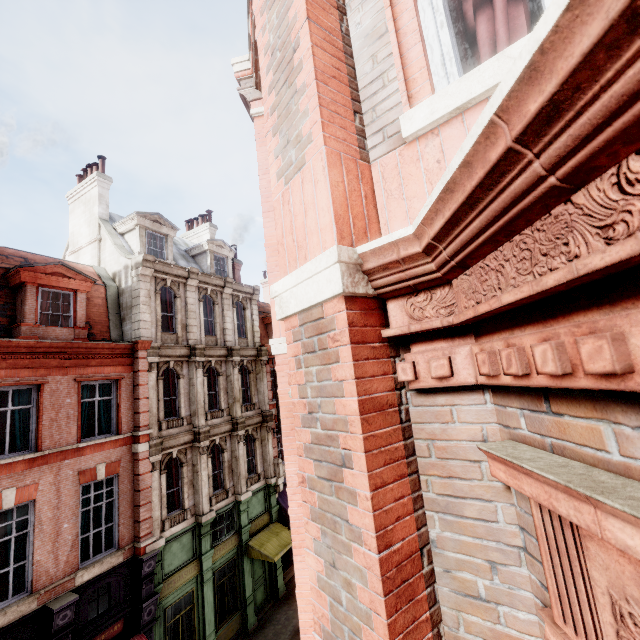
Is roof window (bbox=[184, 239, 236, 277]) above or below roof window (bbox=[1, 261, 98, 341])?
above

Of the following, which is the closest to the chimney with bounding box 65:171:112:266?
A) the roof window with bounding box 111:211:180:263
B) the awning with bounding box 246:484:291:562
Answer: the roof window with bounding box 111:211:180:263

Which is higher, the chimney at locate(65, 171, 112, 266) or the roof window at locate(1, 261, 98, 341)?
the chimney at locate(65, 171, 112, 266)

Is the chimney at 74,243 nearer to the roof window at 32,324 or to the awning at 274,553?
the roof window at 32,324

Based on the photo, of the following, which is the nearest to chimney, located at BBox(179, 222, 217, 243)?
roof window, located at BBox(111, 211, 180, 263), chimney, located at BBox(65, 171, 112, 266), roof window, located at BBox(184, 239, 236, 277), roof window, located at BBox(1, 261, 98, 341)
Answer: roof window, located at BBox(184, 239, 236, 277)

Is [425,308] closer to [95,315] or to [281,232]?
[281,232]

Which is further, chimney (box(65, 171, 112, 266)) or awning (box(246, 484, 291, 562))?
chimney (box(65, 171, 112, 266))

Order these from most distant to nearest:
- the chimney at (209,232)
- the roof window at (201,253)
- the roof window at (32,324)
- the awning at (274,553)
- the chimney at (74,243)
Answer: the chimney at (209,232)
the roof window at (201,253)
the chimney at (74,243)
the awning at (274,553)
the roof window at (32,324)
